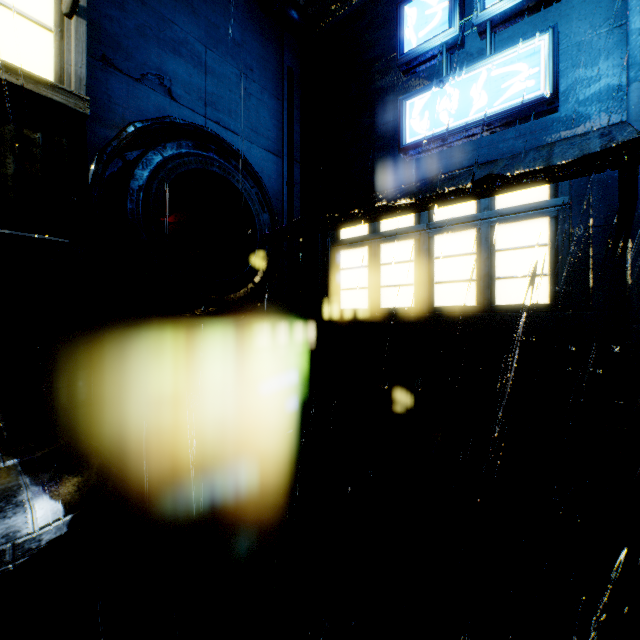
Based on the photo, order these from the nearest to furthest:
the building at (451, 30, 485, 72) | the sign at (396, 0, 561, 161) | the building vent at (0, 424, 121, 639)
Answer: the building vent at (0, 424, 121, 639)
the sign at (396, 0, 561, 161)
the building at (451, 30, 485, 72)

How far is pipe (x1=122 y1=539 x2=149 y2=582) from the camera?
6.7 meters

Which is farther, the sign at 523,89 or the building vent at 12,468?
the sign at 523,89

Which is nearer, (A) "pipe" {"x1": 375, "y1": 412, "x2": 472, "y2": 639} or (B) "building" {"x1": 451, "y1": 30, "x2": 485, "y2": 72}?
(A) "pipe" {"x1": 375, "y1": 412, "x2": 472, "y2": 639}

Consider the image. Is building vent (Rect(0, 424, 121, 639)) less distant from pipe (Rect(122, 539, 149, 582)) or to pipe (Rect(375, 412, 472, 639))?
pipe (Rect(122, 539, 149, 582))

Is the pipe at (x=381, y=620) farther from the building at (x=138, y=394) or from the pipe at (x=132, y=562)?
the pipe at (x=132, y=562)

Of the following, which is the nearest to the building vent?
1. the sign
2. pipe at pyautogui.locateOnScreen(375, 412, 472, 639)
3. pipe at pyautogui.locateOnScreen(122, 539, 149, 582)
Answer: pipe at pyautogui.locateOnScreen(122, 539, 149, 582)

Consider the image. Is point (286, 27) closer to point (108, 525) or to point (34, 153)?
point (34, 153)
